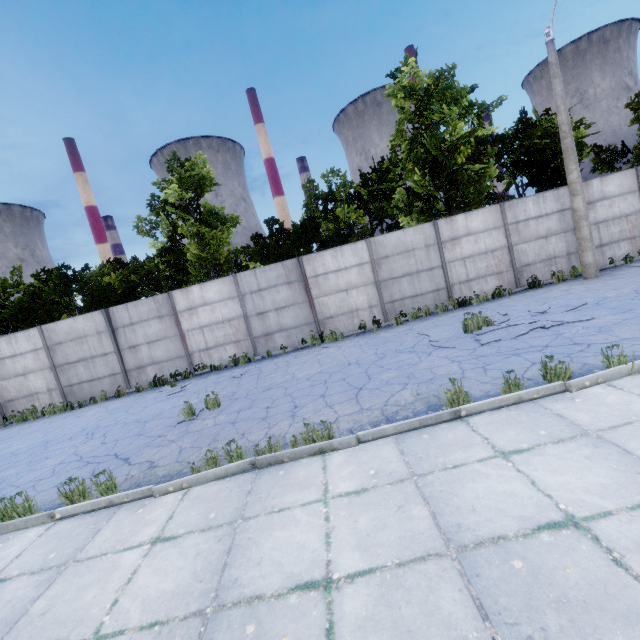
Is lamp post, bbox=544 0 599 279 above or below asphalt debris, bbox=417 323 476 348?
above

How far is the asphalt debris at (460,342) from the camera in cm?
801

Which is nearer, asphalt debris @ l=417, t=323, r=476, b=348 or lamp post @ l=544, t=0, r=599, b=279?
asphalt debris @ l=417, t=323, r=476, b=348

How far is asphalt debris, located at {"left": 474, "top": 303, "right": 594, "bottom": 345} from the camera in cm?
753

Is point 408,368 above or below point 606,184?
below
